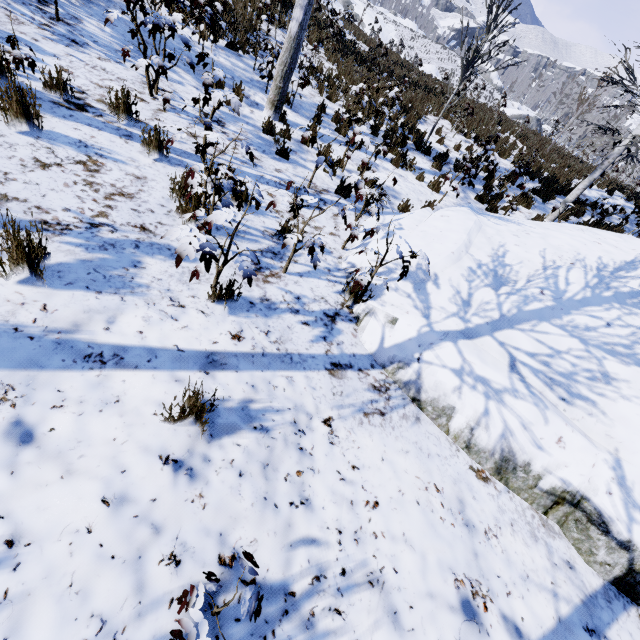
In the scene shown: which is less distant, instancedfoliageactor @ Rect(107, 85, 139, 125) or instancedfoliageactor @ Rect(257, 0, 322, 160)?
instancedfoliageactor @ Rect(107, 85, 139, 125)

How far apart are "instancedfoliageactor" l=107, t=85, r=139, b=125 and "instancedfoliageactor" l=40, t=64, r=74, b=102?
0.5 meters

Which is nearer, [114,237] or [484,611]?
[484,611]

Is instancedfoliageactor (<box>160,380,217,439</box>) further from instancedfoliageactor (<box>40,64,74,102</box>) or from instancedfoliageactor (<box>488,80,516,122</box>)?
instancedfoliageactor (<box>488,80,516,122</box>)

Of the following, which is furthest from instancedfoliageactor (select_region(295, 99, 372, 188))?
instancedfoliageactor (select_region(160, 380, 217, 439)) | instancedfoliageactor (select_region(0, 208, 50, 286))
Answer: instancedfoliageactor (select_region(160, 380, 217, 439))

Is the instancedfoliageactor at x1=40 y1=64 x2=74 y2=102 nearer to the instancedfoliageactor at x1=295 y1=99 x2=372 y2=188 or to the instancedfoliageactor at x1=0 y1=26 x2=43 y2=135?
the instancedfoliageactor at x1=295 y1=99 x2=372 y2=188

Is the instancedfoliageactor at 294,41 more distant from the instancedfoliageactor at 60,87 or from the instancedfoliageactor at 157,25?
the instancedfoliageactor at 157,25

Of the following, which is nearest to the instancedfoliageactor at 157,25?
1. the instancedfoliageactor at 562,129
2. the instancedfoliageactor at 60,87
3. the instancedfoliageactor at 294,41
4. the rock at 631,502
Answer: the rock at 631,502
